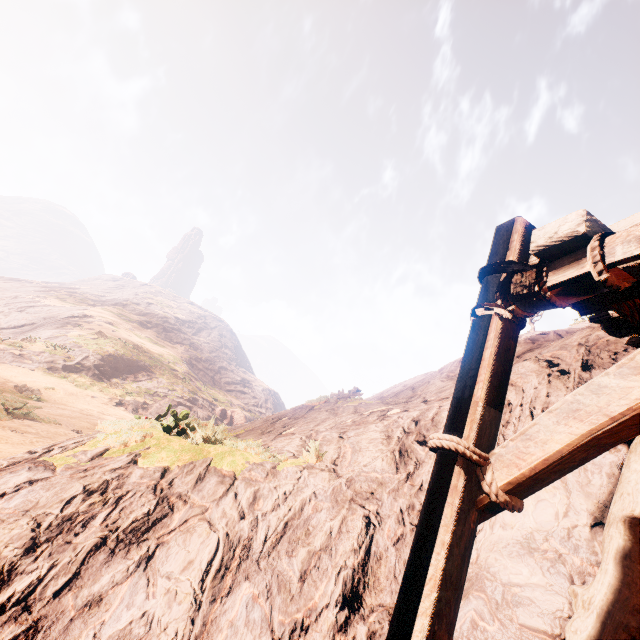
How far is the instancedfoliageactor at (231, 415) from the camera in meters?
40.2 m

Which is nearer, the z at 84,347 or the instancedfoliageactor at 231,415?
the z at 84,347

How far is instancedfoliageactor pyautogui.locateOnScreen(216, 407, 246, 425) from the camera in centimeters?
4025cm

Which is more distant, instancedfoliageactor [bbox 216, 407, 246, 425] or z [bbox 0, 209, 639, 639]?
instancedfoliageactor [bbox 216, 407, 246, 425]

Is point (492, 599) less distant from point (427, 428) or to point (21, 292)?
point (427, 428)
